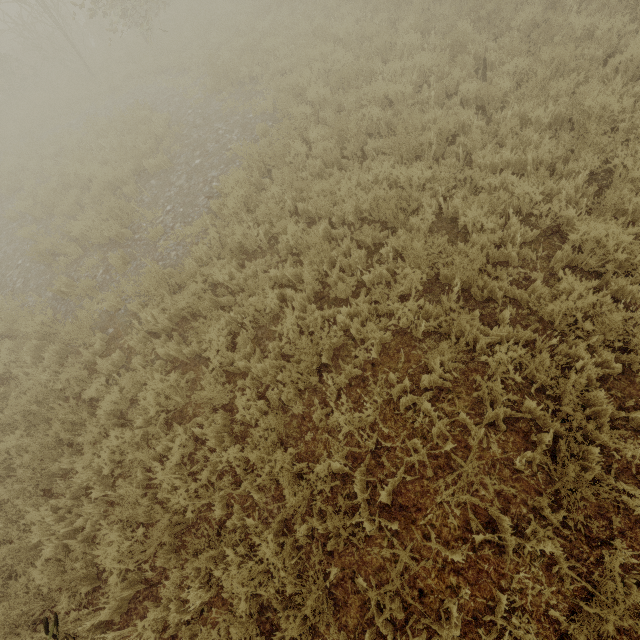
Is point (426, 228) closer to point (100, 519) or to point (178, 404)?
point (178, 404)
